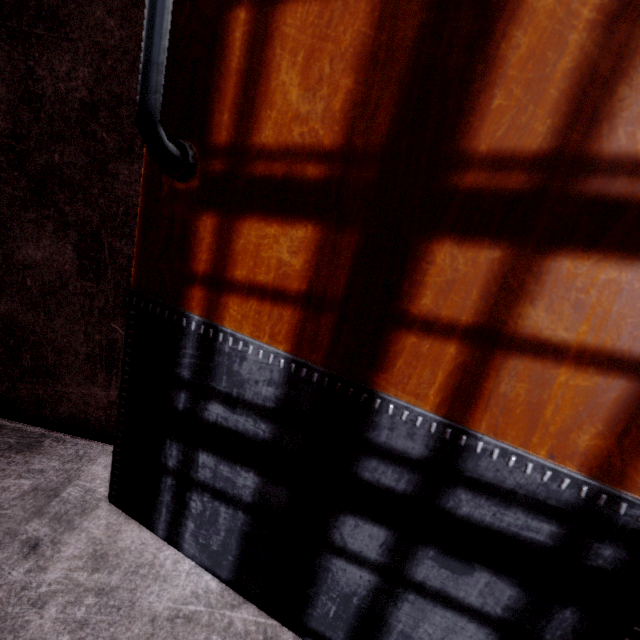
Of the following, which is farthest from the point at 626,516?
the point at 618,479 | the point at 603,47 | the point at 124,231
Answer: the point at 124,231
